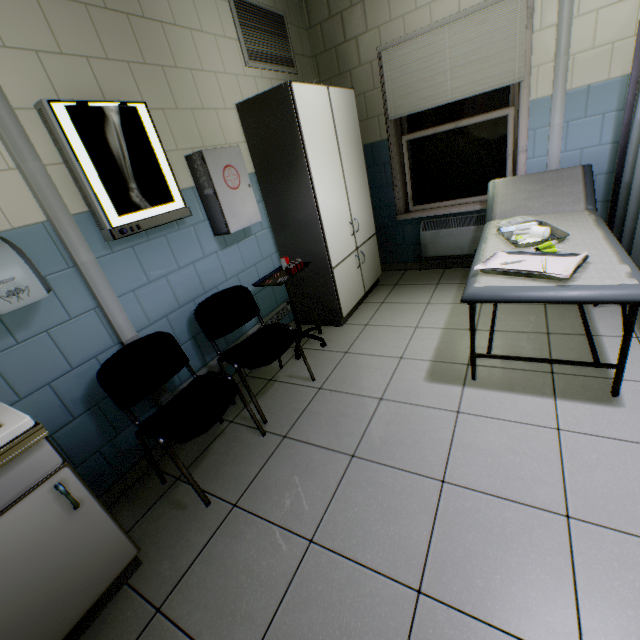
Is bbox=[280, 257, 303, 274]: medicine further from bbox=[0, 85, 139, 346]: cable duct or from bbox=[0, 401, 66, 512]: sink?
bbox=[0, 401, 66, 512]: sink

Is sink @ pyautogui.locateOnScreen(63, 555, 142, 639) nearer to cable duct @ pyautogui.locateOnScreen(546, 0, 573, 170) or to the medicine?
the medicine

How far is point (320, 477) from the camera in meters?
1.8

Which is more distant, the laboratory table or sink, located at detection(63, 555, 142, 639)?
the laboratory table

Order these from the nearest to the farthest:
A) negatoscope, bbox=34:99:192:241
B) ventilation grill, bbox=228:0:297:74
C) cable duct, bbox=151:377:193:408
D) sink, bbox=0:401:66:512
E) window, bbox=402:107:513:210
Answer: sink, bbox=0:401:66:512 → negatoscope, bbox=34:99:192:241 → cable duct, bbox=151:377:193:408 → ventilation grill, bbox=228:0:297:74 → window, bbox=402:107:513:210

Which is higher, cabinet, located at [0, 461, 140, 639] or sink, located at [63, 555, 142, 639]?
cabinet, located at [0, 461, 140, 639]

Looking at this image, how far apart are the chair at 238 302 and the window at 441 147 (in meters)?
3.18

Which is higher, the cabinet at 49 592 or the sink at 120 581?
the cabinet at 49 592
